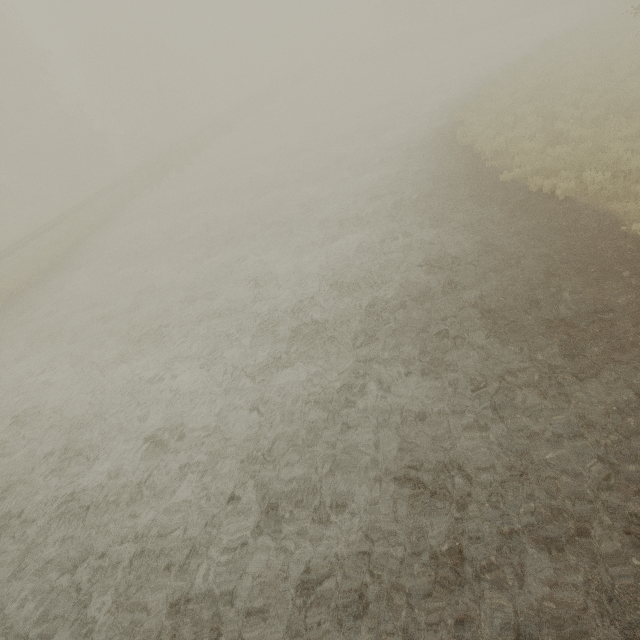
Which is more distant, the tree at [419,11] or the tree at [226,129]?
the tree at [419,11]

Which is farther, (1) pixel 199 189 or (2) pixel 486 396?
(1) pixel 199 189

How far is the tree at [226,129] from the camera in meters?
33.2 m

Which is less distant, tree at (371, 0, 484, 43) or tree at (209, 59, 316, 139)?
tree at (209, 59, 316, 139)

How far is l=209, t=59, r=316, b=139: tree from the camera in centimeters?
3322cm
